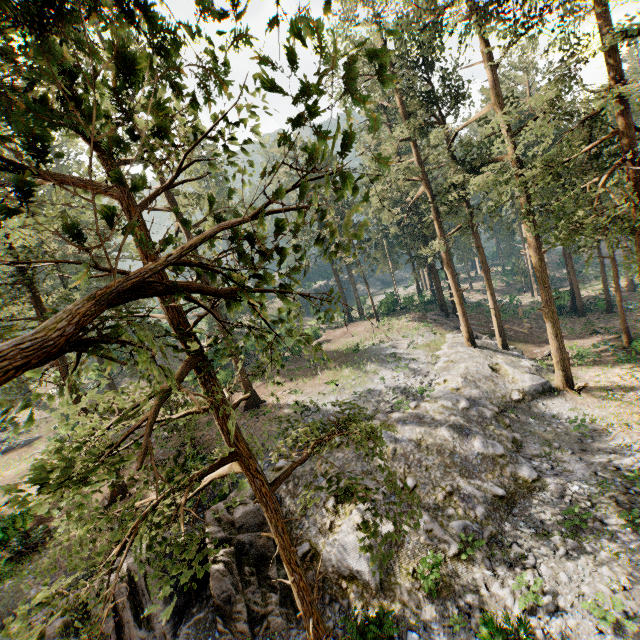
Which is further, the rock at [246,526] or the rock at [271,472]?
the rock at [271,472]

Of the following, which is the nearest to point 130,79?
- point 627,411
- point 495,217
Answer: point 627,411

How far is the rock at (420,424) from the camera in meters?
13.2

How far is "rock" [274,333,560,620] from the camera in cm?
1323

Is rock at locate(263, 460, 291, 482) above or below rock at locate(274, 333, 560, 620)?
above

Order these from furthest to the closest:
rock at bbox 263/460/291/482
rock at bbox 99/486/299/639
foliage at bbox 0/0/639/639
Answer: rock at bbox 263/460/291/482, rock at bbox 99/486/299/639, foliage at bbox 0/0/639/639

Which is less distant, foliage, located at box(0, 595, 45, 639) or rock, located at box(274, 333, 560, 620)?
foliage, located at box(0, 595, 45, 639)
